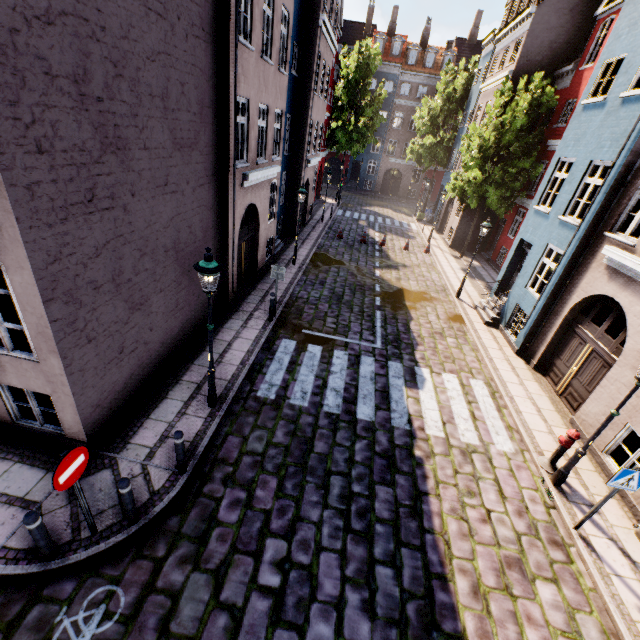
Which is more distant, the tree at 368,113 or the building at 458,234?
the tree at 368,113

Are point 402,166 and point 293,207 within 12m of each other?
no

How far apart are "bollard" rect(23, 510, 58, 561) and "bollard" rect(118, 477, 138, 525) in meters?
0.9 m

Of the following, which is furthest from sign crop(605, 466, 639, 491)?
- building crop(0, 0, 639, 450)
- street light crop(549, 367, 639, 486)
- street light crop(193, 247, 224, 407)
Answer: street light crop(193, 247, 224, 407)

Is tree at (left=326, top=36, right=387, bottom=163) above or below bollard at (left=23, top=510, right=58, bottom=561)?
above

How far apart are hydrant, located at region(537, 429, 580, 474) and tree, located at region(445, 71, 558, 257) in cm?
1640

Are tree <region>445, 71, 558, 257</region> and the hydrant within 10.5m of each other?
no

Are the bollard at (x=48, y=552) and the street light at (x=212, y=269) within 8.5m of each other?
yes
